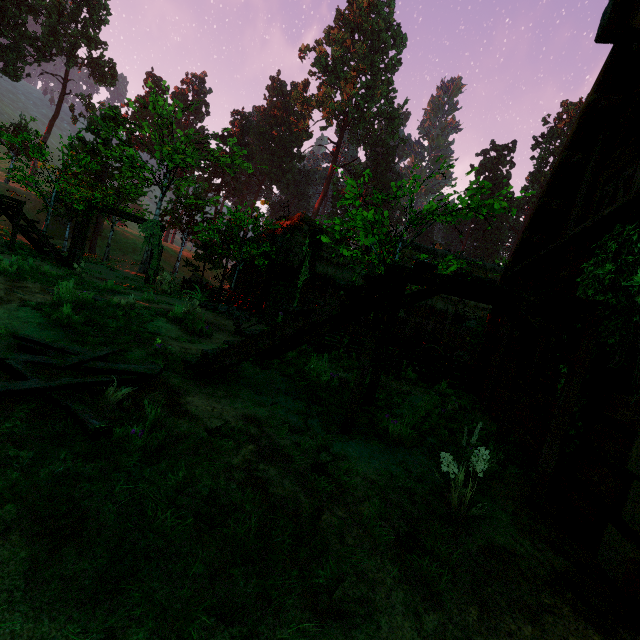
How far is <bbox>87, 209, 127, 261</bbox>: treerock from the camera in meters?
25.4 m

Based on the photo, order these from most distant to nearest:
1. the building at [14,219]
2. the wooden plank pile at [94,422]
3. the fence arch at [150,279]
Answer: the fence arch at [150,279] < the building at [14,219] < the wooden plank pile at [94,422]

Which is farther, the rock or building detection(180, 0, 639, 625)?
the rock

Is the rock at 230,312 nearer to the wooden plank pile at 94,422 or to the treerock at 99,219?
the treerock at 99,219

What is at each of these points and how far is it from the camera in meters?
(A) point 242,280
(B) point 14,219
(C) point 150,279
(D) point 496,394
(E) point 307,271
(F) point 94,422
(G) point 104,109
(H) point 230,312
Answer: (A) building, 20.4
(B) building, 12.7
(C) fence arch, 19.1
(D) building, 7.5
(E) fence arch, 9.4
(F) wooden plank pile, 2.7
(G) treerock, 22.1
(H) rock, 13.4

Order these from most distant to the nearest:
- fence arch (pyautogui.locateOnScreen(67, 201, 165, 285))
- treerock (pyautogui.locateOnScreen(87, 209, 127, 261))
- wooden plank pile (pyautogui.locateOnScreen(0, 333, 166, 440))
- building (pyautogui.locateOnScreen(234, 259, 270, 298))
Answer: treerock (pyautogui.locateOnScreen(87, 209, 127, 261))
building (pyautogui.locateOnScreen(234, 259, 270, 298))
fence arch (pyautogui.locateOnScreen(67, 201, 165, 285))
wooden plank pile (pyautogui.locateOnScreen(0, 333, 166, 440))

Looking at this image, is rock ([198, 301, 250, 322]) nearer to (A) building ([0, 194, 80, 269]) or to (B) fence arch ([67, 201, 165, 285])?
(B) fence arch ([67, 201, 165, 285])

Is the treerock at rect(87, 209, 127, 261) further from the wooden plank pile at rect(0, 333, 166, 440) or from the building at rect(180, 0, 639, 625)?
the wooden plank pile at rect(0, 333, 166, 440)
